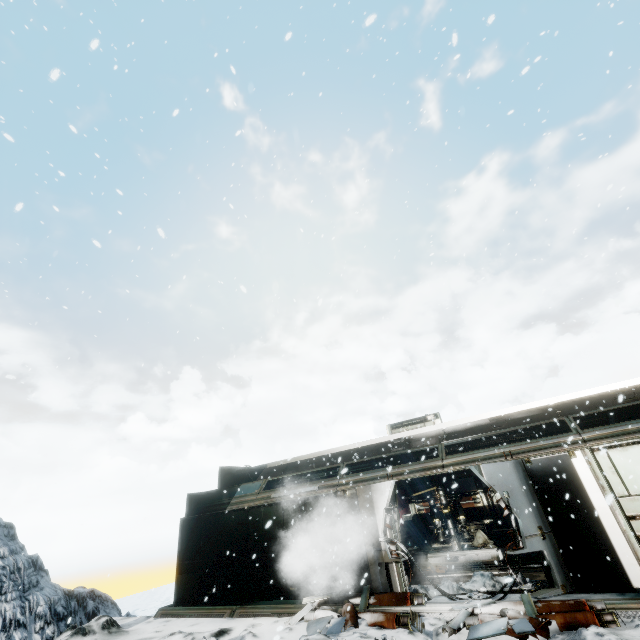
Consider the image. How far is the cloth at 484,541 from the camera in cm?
1326

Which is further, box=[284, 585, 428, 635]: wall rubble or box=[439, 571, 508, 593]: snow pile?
box=[439, 571, 508, 593]: snow pile

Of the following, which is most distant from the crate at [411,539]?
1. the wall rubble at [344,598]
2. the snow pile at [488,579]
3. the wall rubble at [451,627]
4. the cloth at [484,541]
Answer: the wall rubble at [451,627]

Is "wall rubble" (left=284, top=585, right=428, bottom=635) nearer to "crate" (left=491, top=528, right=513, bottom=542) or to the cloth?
the cloth

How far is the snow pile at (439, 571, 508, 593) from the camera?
8.05m

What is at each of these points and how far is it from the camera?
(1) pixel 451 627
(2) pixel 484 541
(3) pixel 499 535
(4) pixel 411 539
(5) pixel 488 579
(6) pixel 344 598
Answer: (1) wall rubble, 6.5m
(2) cloth, 13.9m
(3) crate, 13.6m
(4) crate, 16.8m
(5) snow pile, 8.2m
(6) wall rubble, 8.7m

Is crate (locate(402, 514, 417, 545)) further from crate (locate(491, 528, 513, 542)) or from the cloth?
crate (locate(491, 528, 513, 542))

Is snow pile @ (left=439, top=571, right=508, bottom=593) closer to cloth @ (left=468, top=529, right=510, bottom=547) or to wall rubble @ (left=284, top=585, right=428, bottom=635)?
wall rubble @ (left=284, top=585, right=428, bottom=635)
